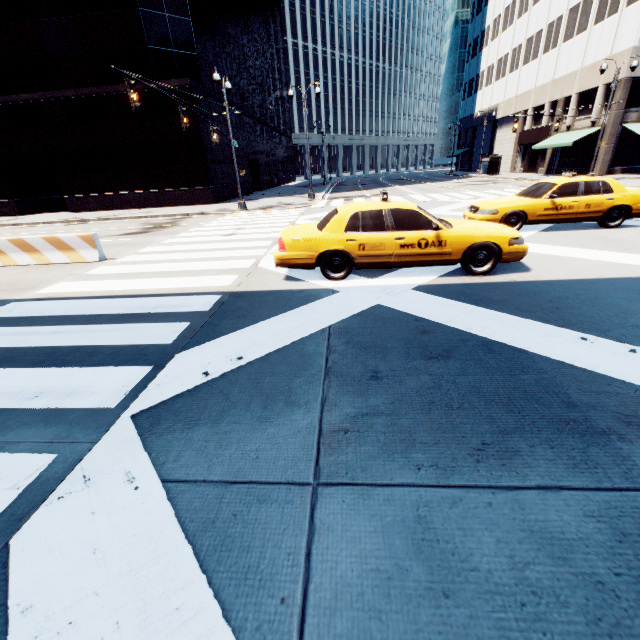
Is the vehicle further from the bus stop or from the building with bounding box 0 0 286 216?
the bus stop

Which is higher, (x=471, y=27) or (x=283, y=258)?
(x=471, y=27)

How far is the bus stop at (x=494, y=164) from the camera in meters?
39.1

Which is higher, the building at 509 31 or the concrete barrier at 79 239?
the building at 509 31

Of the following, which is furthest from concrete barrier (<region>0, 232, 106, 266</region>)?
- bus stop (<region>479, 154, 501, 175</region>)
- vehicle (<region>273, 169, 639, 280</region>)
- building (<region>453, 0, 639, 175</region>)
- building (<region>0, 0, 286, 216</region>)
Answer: bus stop (<region>479, 154, 501, 175</region>)

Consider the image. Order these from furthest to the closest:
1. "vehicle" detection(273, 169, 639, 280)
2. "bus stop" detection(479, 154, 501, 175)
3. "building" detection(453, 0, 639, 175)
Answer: "bus stop" detection(479, 154, 501, 175)
"building" detection(453, 0, 639, 175)
"vehicle" detection(273, 169, 639, 280)

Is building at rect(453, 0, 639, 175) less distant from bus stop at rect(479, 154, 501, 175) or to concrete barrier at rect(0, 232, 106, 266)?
bus stop at rect(479, 154, 501, 175)

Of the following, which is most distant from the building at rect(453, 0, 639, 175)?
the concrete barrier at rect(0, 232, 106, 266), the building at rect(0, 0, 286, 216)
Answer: the concrete barrier at rect(0, 232, 106, 266)
